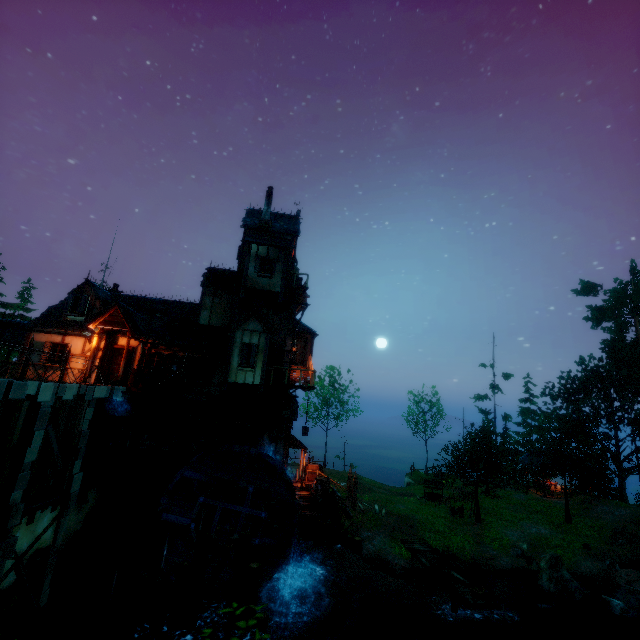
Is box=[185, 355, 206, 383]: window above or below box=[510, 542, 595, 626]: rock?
above

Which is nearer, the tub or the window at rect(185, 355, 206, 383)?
the tub

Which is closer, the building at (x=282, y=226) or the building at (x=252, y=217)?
the building at (x=252, y=217)

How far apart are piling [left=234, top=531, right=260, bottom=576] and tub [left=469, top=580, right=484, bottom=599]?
9.6m

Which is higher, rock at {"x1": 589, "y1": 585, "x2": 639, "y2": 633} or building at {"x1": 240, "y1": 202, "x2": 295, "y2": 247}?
building at {"x1": 240, "y1": 202, "x2": 295, "y2": 247}

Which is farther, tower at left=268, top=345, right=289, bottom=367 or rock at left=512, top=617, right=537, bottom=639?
tower at left=268, top=345, right=289, bottom=367

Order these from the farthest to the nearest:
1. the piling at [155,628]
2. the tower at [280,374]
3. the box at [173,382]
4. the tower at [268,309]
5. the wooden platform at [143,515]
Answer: the tower at [268,309] < the tower at [280,374] < the box at [173,382] < the wooden platform at [143,515] < the piling at [155,628]

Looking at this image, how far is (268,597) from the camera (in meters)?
16.53
